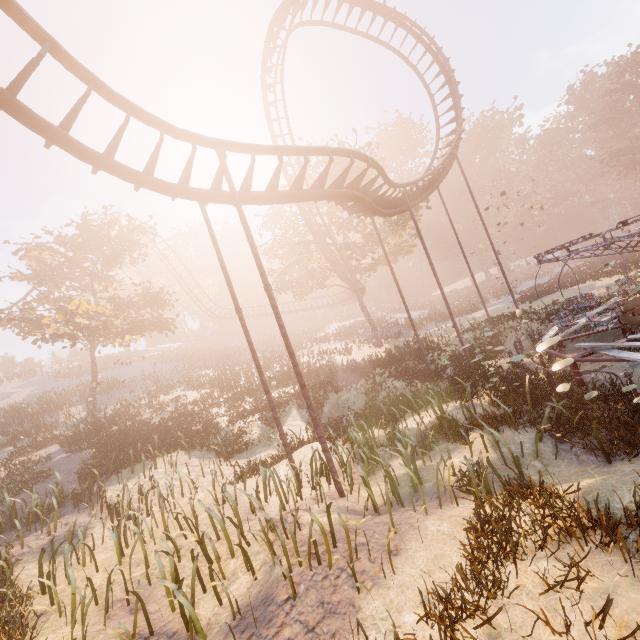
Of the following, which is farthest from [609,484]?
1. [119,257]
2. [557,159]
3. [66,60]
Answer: [557,159]

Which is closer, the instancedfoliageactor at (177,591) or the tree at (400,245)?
the instancedfoliageactor at (177,591)

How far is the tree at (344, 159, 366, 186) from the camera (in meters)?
25.97

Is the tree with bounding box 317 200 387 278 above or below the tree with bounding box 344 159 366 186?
below

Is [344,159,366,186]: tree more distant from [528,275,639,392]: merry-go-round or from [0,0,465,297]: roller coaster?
[528,275,639,392]: merry-go-round

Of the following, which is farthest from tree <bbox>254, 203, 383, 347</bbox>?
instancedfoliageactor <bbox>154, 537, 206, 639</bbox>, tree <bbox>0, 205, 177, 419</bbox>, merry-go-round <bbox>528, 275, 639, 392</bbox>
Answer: instancedfoliageactor <bbox>154, 537, 206, 639</bbox>

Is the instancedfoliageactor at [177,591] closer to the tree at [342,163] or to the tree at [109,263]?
the tree at [109,263]

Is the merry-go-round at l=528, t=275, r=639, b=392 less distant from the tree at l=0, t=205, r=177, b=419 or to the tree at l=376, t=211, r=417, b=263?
the tree at l=376, t=211, r=417, b=263
